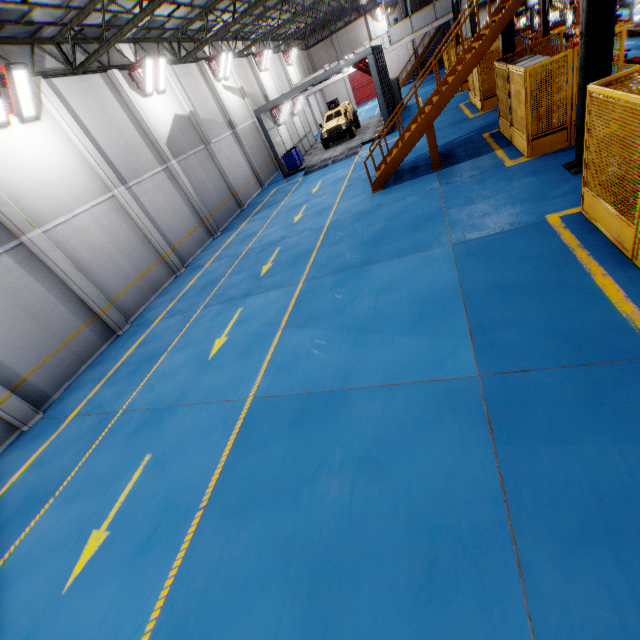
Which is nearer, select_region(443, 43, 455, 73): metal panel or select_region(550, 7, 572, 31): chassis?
select_region(550, 7, 572, 31): chassis

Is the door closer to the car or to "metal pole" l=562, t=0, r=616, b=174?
the car

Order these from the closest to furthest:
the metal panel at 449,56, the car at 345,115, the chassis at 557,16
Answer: the chassis at 557,16 → the metal panel at 449,56 → the car at 345,115

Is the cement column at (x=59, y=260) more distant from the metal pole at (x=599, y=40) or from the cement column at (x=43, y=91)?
the metal pole at (x=599, y=40)

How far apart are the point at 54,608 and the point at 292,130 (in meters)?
28.75

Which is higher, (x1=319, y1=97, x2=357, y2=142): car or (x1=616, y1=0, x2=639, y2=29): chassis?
(x1=319, y1=97, x2=357, y2=142): car

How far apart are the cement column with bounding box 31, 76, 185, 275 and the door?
39.8 meters

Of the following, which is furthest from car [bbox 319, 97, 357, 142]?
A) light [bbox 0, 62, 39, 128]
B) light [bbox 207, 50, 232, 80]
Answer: light [bbox 0, 62, 39, 128]
